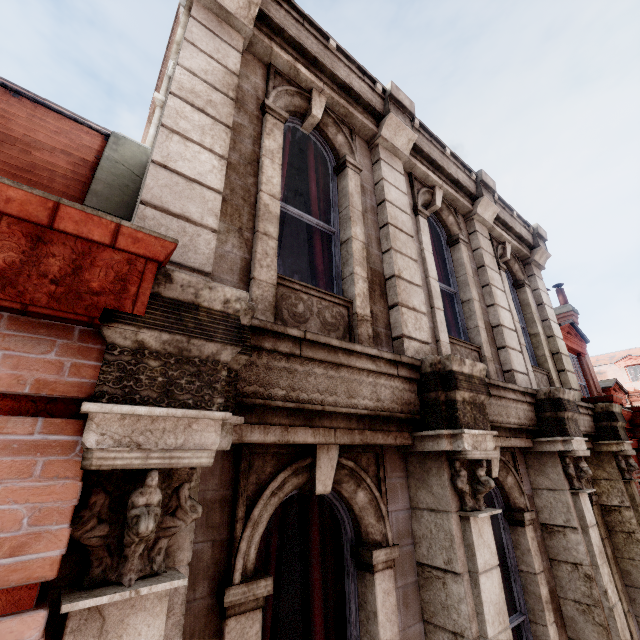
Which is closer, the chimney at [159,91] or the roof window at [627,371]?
the chimney at [159,91]

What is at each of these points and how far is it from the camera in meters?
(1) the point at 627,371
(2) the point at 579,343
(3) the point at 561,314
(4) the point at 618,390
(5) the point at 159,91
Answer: (1) roof window, 29.9
(2) roof window, 10.1
(3) chimney, 13.3
(4) roof window, 13.8
(5) chimney, 9.3

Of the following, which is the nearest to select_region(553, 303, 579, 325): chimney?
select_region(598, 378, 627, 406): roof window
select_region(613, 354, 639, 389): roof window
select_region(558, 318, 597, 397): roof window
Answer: select_region(598, 378, 627, 406): roof window

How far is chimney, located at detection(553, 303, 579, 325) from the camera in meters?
13.0

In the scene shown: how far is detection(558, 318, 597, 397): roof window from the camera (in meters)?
9.56

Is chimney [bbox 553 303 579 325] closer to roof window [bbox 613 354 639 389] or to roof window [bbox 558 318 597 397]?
roof window [bbox 558 318 597 397]

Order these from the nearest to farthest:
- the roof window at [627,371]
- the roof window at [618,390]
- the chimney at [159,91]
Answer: the chimney at [159,91] → the roof window at [618,390] → the roof window at [627,371]

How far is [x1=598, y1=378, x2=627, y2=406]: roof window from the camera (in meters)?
12.71
